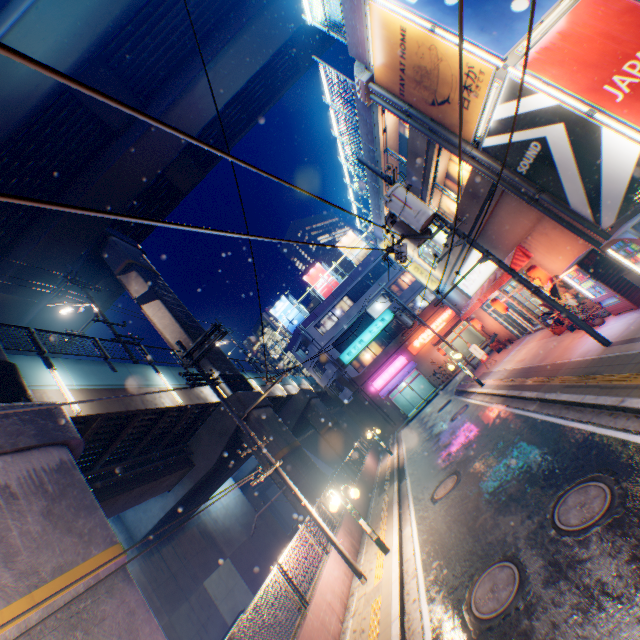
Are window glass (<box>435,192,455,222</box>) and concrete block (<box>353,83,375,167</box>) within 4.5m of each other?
yes

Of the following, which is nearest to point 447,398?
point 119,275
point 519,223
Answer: point 519,223

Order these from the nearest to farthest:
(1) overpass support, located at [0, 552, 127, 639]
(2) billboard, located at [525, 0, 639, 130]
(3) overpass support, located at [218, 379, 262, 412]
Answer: (1) overpass support, located at [0, 552, 127, 639] → (2) billboard, located at [525, 0, 639, 130] → (3) overpass support, located at [218, 379, 262, 412]

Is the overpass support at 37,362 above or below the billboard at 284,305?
below

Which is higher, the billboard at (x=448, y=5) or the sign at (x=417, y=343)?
the billboard at (x=448, y=5)

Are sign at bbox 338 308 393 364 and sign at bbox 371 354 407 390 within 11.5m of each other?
yes

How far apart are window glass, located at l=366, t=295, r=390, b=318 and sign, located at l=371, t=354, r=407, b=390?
4.75m

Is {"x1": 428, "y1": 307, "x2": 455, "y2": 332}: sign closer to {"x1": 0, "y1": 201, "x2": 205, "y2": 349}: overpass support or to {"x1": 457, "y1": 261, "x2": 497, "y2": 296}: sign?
{"x1": 0, "y1": 201, "x2": 205, "y2": 349}: overpass support
